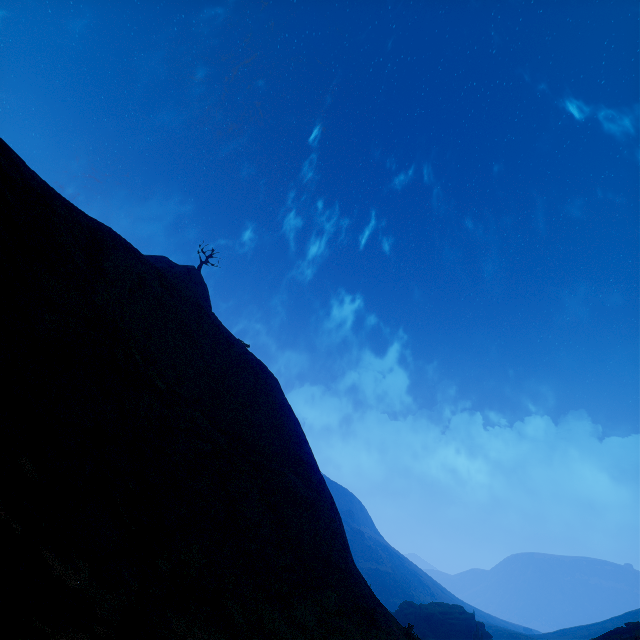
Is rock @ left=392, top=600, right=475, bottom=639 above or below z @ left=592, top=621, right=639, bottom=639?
below

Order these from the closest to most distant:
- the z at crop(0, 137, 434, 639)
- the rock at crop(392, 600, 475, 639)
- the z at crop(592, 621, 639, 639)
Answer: the z at crop(0, 137, 434, 639), the z at crop(592, 621, 639, 639), the rock at crop(392, 600, 475, 639)

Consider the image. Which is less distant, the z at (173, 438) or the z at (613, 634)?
the z at (173, 438)

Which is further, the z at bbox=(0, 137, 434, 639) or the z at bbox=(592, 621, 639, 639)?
the z at bbox=(592, 621, 639, 639)

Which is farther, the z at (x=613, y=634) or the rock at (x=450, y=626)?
the rock at (x=450, y=626)

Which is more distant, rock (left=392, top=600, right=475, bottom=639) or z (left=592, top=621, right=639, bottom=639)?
rock (left=392, top=600, right=475, bottom=639)

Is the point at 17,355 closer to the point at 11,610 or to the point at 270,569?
the point at 11,610
